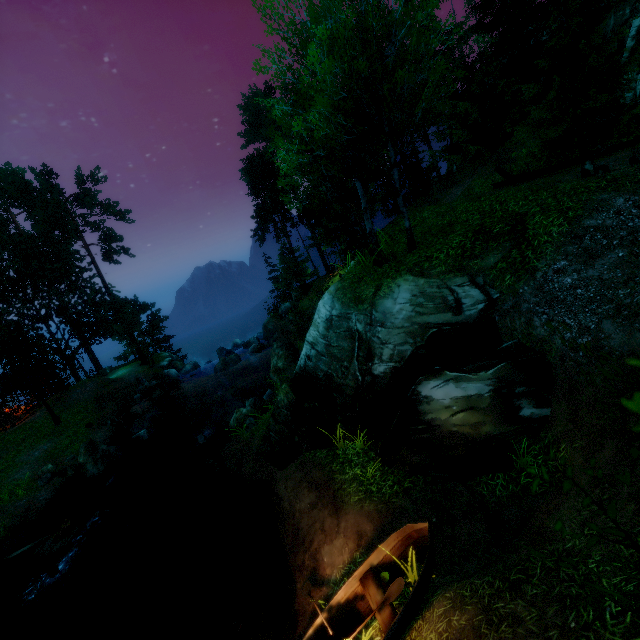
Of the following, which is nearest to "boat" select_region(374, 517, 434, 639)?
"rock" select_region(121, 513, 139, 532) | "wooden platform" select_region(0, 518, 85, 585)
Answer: "wooden platform" select_region(0, 518, 85, 585)

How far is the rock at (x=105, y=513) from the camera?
14.88m

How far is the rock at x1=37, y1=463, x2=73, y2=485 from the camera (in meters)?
17.80

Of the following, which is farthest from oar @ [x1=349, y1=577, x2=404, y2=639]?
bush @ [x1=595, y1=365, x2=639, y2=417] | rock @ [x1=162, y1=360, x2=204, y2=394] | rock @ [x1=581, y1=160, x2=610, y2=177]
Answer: rock @ [x1=162, y1=360, x2=204, y2=394]

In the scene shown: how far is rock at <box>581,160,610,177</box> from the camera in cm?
935

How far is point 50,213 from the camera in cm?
3080

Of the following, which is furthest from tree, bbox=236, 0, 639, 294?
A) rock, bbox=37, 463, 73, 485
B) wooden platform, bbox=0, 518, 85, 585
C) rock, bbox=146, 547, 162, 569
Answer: rock, bbox=146, 547, 162, 569

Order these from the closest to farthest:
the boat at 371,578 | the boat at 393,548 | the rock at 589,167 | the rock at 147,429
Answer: the boat at 393,548 → the boat at 371,578 → the rock at 589,167 → the rock at 147,429
